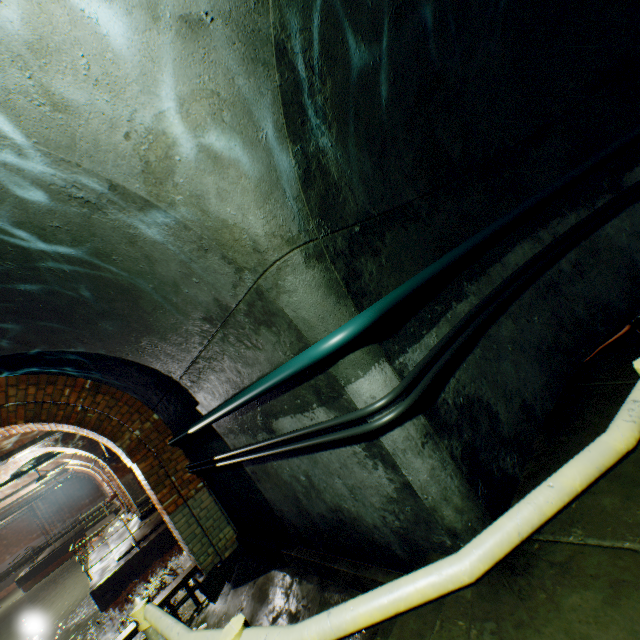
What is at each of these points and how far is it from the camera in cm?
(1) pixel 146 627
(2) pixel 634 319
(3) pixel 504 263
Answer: (1) stairs, 117
(2) rat, 305
(3) building tunnel, 323

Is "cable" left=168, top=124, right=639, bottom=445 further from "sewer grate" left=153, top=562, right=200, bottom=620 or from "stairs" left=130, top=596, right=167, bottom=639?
"sewer grate" left=153, top=562, right=200, bottom=620

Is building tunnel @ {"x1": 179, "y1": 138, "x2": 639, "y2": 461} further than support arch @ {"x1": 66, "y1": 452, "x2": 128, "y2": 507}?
No

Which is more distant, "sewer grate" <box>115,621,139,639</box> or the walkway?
"sewer grate" <box>115,621,139,639</box>

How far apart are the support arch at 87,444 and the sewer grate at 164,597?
8.54m

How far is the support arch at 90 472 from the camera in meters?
15.6

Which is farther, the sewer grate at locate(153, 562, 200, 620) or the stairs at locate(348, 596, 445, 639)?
the sewer grate at locate(153, 562, 200, 620)

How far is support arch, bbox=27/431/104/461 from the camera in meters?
11.0 m
